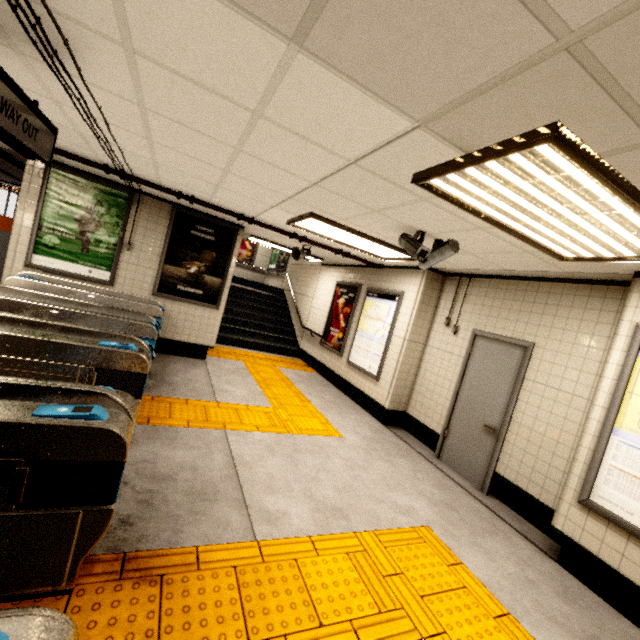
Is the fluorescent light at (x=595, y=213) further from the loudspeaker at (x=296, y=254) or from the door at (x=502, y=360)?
the loudspeaker at (x=296, y=254)

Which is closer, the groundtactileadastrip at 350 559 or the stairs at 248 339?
the groundtactileadastrip at 350 559

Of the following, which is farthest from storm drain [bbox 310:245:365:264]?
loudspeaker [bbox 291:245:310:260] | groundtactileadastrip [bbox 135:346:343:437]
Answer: groundtactileadastrip [bbox 135:346:343:437]

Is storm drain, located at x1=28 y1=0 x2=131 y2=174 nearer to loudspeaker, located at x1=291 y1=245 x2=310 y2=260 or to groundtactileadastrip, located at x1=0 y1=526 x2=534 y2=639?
loudspeaker, located at x1=291 y1=245 x2=310 y2=260

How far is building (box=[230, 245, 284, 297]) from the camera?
13.5 meters

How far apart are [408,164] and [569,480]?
3.42m

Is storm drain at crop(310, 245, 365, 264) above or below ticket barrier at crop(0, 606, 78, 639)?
above

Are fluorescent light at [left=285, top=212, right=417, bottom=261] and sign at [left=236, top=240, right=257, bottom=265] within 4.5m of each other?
no
